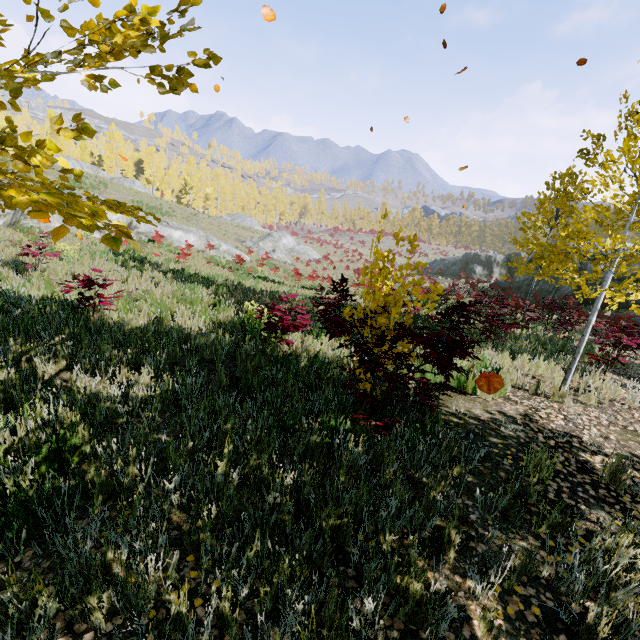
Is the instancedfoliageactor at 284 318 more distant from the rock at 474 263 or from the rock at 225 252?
the rock at 225 252

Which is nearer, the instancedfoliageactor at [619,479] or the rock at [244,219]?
the instancedfoliageactor at [619,479]

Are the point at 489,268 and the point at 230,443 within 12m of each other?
no

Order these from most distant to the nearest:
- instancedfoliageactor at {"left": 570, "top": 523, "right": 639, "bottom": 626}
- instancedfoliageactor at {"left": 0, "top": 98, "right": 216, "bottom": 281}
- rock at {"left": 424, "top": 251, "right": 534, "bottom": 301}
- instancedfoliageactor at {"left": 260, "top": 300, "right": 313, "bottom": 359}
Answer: rock at {"left": 424, "top": 251, "right": 534, "bottom": 301} → instancedfoliageactor at {"left": 260, "top": 300, "right": 313, "bottom": 359} → instancedfoliageactor at {"left": 570, "top": 523, "right": 639, "bottom": 626} → instancedfoliageactor at {"left": 0, "top": 98, "right": 216, "bottom": 281}

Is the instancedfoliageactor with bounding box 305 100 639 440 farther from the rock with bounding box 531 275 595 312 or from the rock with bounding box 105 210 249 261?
the rock with bounding box 105 210 249 261

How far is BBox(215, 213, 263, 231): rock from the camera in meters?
46.0 m

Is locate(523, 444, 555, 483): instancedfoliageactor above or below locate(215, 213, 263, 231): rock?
below

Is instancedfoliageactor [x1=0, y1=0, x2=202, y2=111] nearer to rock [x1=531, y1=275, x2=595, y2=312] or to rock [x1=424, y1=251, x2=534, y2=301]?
rock [x1=531, y1=275, x2=595, y2=312]
